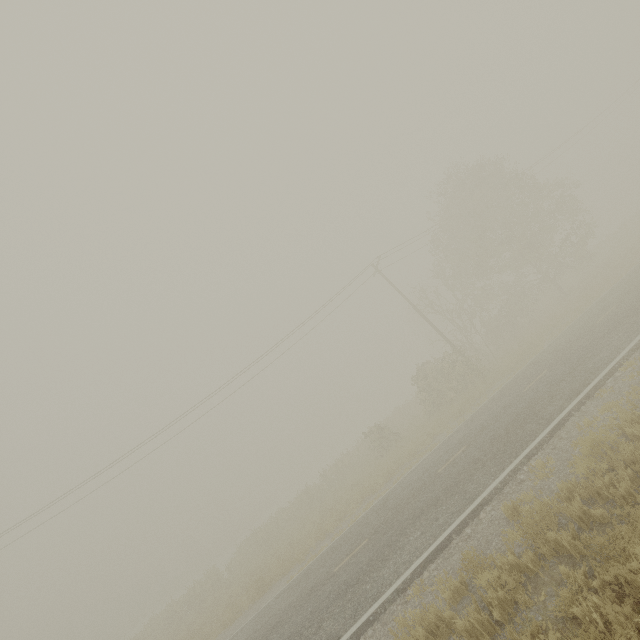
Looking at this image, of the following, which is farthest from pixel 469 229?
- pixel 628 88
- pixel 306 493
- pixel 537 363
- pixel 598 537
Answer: pixel 598 537
